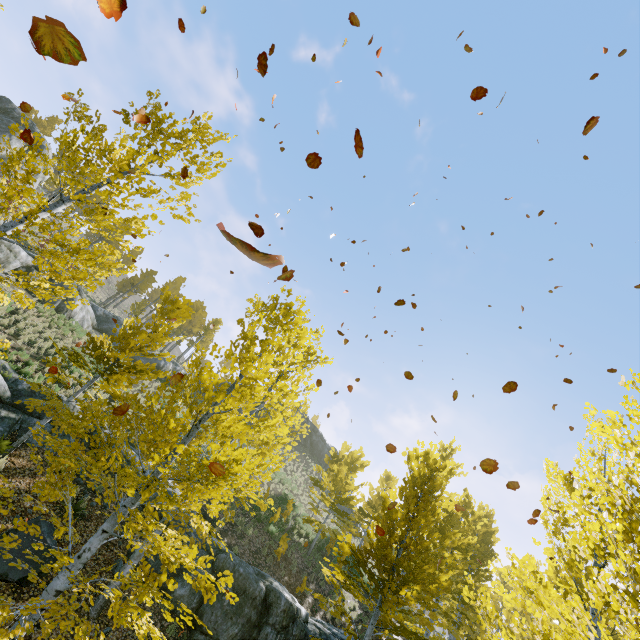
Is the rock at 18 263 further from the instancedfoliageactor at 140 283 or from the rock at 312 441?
the rock at 312 441

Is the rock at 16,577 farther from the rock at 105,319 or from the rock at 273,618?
the rock at 105,319

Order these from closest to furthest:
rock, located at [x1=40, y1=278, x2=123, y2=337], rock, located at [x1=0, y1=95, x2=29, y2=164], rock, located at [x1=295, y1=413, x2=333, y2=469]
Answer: rock, located at [x1=40, y1=278, x2=123, y2=337] < rock, located at [x1=0, y1=95, x2=29, y2=164] < rock, located at [x1=295, y1=413, x2=333, y2=469]

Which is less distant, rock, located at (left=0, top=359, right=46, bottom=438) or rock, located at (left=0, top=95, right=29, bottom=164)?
rock, located at (left=0, top=359, right=46, bottom=438)

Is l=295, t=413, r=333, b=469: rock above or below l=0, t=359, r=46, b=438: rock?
above

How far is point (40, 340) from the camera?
15.9m

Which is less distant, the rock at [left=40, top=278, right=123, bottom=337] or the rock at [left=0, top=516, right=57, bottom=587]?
the rock at [left=0, top=516, right=57, bottom=587]

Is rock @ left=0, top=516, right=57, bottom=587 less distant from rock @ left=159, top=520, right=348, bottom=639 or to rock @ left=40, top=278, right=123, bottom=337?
rock @ left=159, top=520, right=348, bottom=639
